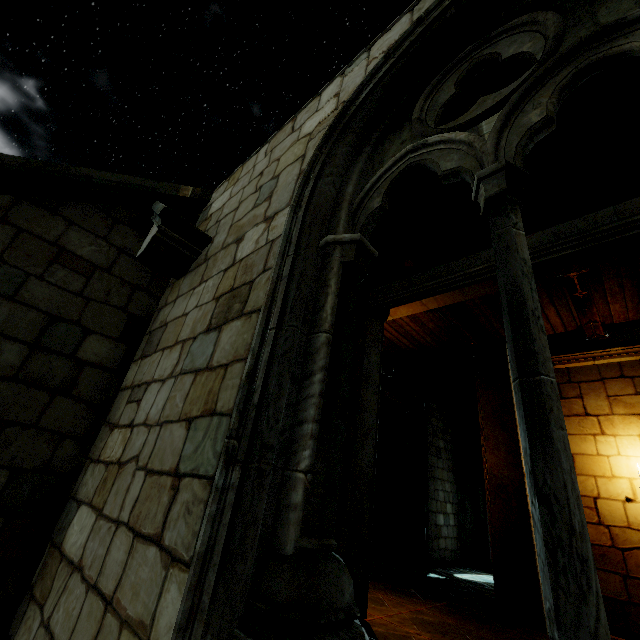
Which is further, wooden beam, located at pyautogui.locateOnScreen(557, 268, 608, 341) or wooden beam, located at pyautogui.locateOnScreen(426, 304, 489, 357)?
wooden beam, located at pyautogui.locateOnScreen(426, 304, 489, 357)

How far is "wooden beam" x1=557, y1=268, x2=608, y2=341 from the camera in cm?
501

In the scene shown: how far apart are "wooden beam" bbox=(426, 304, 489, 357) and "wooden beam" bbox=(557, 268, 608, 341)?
1.8m

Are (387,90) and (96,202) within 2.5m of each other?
no

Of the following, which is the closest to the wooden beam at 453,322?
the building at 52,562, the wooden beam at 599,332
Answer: the building at 52,562

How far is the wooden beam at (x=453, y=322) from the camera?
6.4 meters

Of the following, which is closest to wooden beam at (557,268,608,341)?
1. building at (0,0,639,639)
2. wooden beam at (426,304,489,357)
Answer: building at (0,0,639,639)
